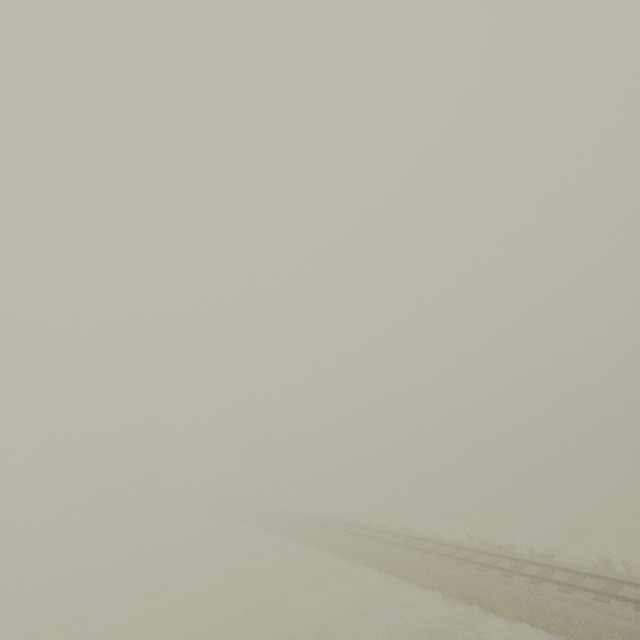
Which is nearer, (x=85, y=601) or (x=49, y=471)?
(x=85, y=601)

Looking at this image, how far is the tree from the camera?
52.0 meters

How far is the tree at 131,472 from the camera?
52.0m
